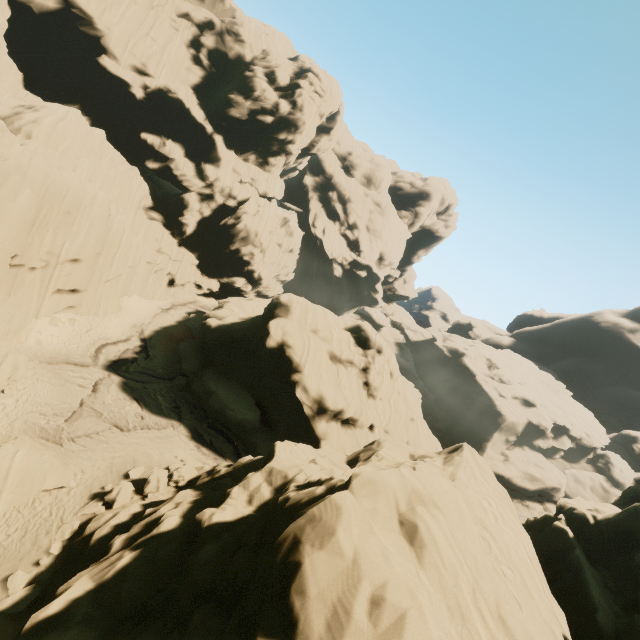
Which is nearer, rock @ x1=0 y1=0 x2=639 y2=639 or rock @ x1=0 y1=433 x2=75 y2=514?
rock @ x1=0 y1=0 x2=639 y2=639

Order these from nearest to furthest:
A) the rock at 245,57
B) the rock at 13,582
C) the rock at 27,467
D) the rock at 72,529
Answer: the rock at 245,57
the rock at 13,582
the rock at 72,529
the rock at 27,467

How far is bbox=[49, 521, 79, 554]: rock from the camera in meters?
13.0 m

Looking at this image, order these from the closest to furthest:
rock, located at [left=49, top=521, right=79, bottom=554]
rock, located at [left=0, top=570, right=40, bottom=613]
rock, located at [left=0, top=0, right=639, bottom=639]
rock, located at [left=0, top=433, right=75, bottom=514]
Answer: rock, located at [left=0, top=0, right=639, bottom=639], rock, located at [left=0, top=570, right=40, bottom=613], rock, located at [left=49, top=521, right=79, bottom=554], rock, located at [left=0, top=433, right=75, bottom=514]

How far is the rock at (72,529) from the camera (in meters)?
13.01

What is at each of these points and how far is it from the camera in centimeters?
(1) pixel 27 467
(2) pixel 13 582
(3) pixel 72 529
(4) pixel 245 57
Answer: (1) rock, 1487cm
(2) rock, 1166cm
(3) rock, 1388cm
(4) rock, 4616cm
